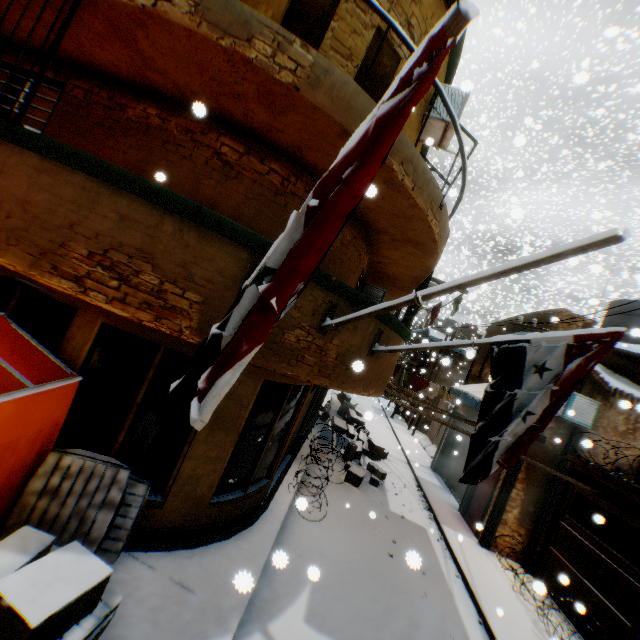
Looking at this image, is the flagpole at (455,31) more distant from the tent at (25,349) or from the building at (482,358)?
the tent at (25,349)

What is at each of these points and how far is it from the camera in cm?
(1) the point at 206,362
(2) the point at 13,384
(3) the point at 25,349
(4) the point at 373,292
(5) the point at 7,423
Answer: (1) flag, 165
(2) tent, 355
(3) tent, 416
(4) air conditioner, 940
(5) tent, 344

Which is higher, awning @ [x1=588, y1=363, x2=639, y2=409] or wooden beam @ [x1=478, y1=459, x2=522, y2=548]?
awning @ [x1=588, y1=363, x2=639, y2=409]

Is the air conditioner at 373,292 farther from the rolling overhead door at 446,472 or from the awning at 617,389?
the rolling overhead door at 446,472

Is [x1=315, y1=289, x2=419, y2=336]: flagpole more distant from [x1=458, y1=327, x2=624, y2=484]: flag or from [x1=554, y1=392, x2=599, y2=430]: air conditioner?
[x1=554, y1=392, x2=599, y2=430]: air conditioner

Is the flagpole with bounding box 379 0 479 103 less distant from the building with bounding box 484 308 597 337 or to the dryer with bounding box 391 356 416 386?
the building with bounding box 484 308 597 337

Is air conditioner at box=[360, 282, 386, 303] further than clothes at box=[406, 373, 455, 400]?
No

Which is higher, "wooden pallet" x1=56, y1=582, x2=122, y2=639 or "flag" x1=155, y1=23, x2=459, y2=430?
"flag" x1=155, y1=23, x2=459, y2=430
